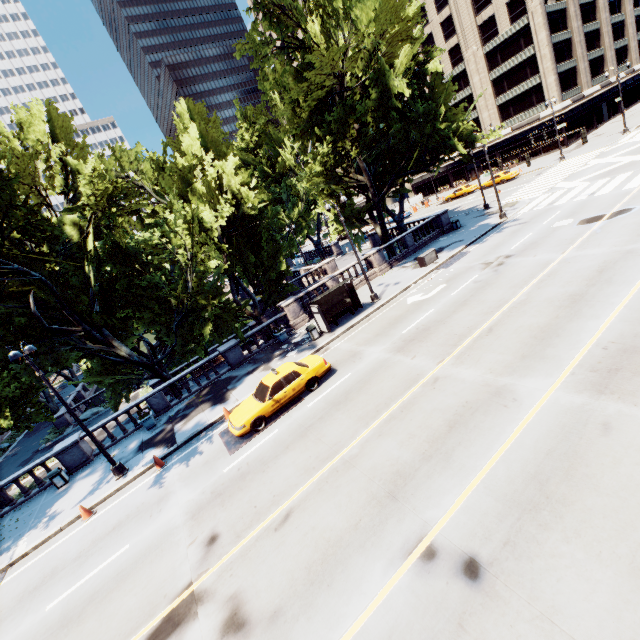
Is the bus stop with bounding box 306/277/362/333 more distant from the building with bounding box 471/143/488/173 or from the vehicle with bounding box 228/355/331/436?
the building with bounding box 471/143/488/173

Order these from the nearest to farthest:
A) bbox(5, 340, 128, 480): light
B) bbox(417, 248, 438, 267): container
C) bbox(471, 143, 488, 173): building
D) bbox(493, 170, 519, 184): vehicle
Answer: bbox(5, 340, 128, 480): light → bbox(417, 248, 438, 267): container → bbox(493, 170, 519, 184): vehicle → bbox(471, 143, 488, 173): building

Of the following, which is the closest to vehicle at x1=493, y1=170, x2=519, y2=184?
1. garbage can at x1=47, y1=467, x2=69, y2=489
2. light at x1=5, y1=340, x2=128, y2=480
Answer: light at x1=5, y1=340, x2=128, y2=480

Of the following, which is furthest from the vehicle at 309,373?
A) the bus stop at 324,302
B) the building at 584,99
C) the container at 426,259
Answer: the building at 584,99

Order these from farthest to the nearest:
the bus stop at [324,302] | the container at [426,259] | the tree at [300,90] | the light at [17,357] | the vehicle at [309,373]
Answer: the container at [426,259], the bus stop at [324,302], the tree at [300,90], the vehicle at [309,373], the light at [17,357]

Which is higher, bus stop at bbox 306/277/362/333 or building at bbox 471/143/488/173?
building at bbox 471/143/488/173

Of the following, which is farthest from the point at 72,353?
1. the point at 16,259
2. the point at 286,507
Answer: the point at 286,507

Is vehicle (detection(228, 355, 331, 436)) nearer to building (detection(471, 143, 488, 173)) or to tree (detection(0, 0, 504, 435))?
tree (detection(0, 0, 504, 435))
